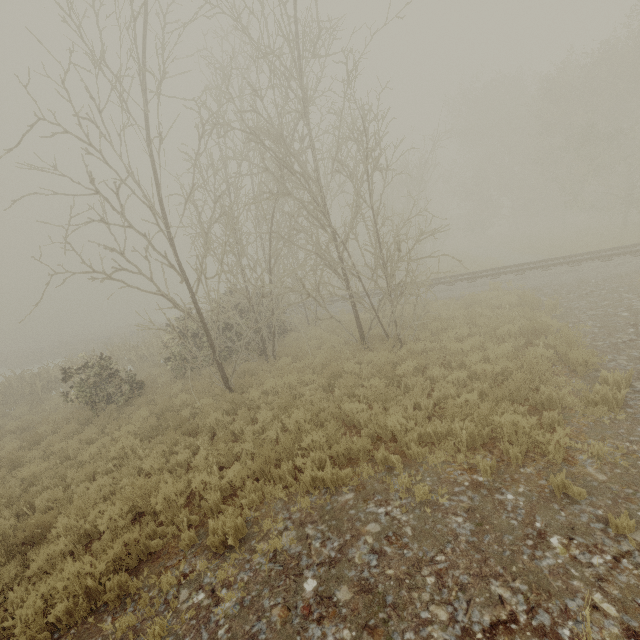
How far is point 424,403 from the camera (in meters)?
6.91
